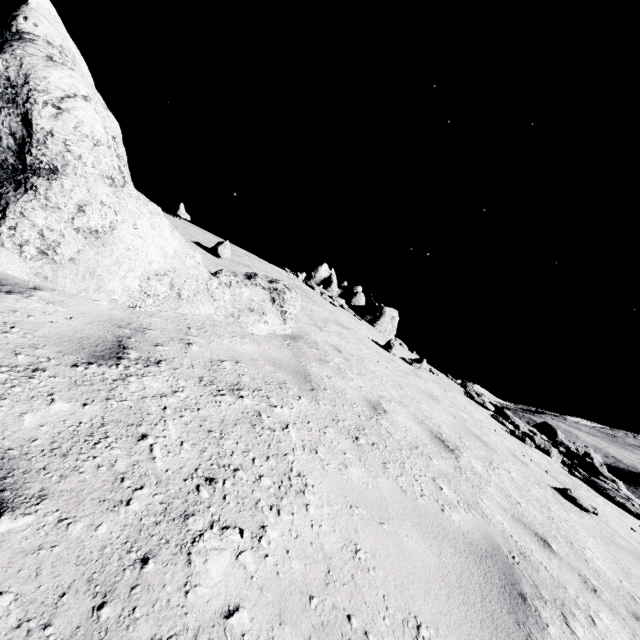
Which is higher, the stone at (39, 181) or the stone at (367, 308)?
the stone at (367, 308)

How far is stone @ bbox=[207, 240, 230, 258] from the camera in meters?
9.5

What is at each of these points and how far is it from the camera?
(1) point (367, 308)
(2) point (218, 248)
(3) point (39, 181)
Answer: (1) stone, 29.05m
(2) stone, 9.50m
(3) stone, 2.80m

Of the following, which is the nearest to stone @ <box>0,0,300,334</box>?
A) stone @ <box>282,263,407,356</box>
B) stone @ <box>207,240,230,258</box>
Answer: stone @ <box>207,240,230,258</box>

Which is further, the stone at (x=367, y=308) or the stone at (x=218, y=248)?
the stone at (x=367, y=308)

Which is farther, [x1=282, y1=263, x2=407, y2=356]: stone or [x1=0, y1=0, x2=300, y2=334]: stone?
[x1=282, y1=263, x2=407, y2=356]: stone

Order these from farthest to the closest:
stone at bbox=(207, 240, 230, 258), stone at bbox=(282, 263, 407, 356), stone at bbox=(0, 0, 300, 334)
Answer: stone at bbox=(282, 263, 407, 356), stone at bbox=(207, 240, 230, 258), stone at bbox=(0, 0, 300, 334)
